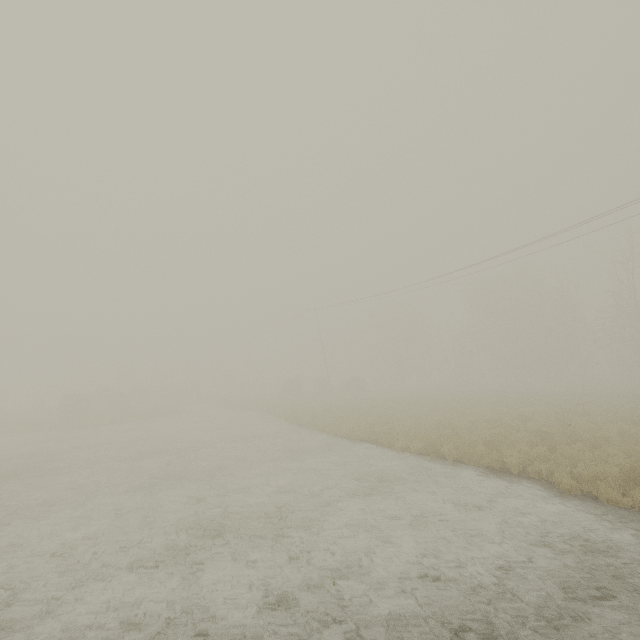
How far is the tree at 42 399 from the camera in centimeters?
3904cm

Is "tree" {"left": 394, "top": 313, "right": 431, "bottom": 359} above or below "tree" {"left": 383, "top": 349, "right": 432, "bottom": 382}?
above

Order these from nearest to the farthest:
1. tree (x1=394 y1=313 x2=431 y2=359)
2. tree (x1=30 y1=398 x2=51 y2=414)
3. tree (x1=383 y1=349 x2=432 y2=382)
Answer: tree (x1=30 y1=398 x2=51 y2=414) → tree (x1=383 y1=349 x2=432 y2=382) → tree (x1=394 y1=313 x2=431 y2=359)

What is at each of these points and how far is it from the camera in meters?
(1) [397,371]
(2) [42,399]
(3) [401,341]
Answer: (1) tree, 55.1
(2) tree, 41.0
(3) tree, 58.0

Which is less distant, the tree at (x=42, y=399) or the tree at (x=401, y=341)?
the tree at (x=42, y=399)

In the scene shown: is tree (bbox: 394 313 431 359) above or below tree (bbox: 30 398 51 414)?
above

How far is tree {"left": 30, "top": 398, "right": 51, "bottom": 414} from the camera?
39.0 meters

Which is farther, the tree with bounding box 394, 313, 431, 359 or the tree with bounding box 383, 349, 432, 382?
the tree with bounding box 394, 313, 431, 359
